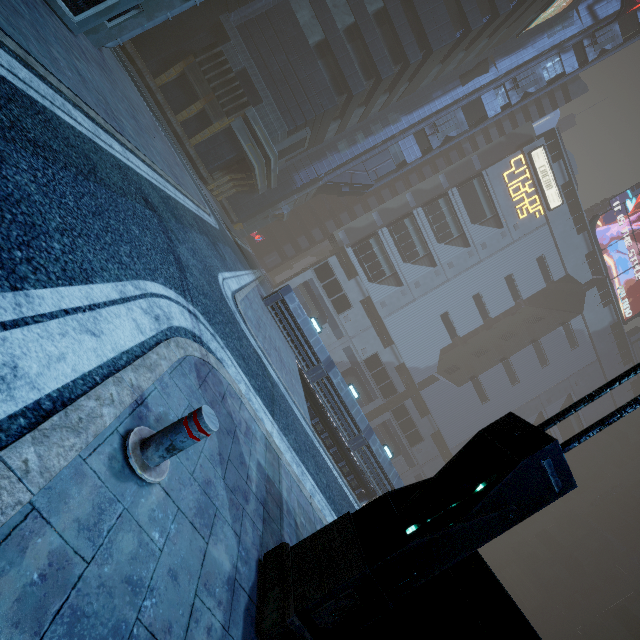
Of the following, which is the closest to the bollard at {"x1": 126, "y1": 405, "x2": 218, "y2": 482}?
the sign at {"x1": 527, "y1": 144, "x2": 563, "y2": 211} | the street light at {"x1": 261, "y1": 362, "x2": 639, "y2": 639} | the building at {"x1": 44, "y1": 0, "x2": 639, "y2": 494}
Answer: the street light at {"x1": 261, "y1": 362, "x2": 639, "y2": 639}

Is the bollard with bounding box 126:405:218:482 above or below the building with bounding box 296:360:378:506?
above

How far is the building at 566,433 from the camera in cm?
5647

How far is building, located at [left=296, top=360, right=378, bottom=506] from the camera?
22.26m

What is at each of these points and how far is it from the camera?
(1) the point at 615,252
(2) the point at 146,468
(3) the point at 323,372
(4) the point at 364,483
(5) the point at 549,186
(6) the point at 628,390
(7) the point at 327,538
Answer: (1) sign, 52.4m
(2) bollard, 2.4m
(3) building, 21.6m
(4) building, 23.8m
(5) sign, 48.6m
(6) building, 57.2m
(7) street light, 3.2m

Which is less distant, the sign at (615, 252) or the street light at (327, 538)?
the street light at (327, 538)

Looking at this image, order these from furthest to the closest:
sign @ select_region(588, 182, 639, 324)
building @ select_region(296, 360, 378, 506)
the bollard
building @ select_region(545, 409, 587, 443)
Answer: building @ select_region(545, 409, 587, 443), sign @ select_region(588, 182, 639, 324), building @ select_region(296, 360, 378, 506), the bollard
